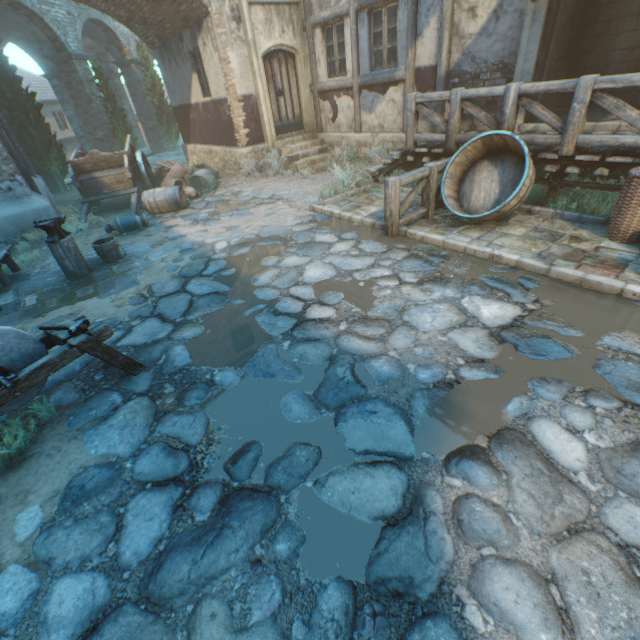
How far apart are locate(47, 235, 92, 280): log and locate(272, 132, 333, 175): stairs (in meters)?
6.96

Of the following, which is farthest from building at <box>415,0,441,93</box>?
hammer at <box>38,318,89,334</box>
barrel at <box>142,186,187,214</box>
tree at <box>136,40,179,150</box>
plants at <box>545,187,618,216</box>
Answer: tree at <box>136,40,179,150</box>

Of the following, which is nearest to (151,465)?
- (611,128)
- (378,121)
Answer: (611,128)

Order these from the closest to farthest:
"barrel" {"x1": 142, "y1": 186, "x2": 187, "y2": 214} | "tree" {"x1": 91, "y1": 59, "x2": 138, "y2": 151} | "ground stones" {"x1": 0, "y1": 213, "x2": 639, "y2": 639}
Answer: "ground stones" {"x1": 0, "y1": 213, "x2": 639, "y2": 639}
"barrel" {"x1": 142, "y1": 186, "x2": 187, "y2": 214}
"tree" {"x1": 91, "y1": 59, "x2": 138, "y2": 151}

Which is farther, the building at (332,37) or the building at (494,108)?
the building at (332,37)

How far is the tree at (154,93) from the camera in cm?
1880

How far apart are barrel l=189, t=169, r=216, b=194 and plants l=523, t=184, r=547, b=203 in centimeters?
834cm

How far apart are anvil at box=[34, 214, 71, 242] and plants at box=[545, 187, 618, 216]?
8.36m
